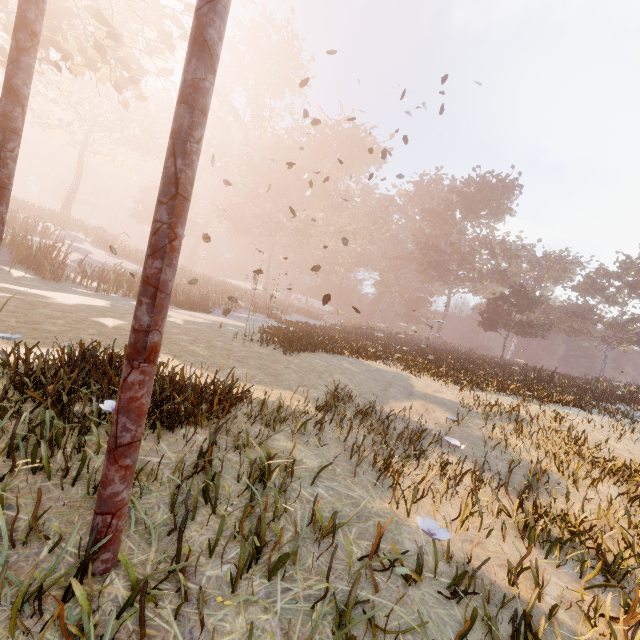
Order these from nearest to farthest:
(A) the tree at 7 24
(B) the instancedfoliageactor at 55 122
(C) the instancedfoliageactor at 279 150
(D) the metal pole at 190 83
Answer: (D) the metal pole at 190 83
(C) the instancedfoliageactor at 279 150
(A) the tree at 7 24
(B) the instancedfoliageactor at 55 122

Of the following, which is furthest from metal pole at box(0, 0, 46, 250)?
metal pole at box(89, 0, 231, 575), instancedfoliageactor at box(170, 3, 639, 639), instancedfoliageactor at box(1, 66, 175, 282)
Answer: instancedfoliageactor at box(1, 66, 175, 282)

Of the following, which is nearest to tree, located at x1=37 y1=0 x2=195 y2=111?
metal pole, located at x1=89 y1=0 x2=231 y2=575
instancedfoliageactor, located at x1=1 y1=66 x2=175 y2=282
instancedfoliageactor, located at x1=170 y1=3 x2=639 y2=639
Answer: metal pole, located at x1=89 y1=0 x2=231 y2=575

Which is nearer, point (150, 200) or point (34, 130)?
point (150, 200)

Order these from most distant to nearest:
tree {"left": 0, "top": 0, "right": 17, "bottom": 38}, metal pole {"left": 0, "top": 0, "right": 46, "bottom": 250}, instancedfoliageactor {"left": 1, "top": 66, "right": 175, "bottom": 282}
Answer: instancedfoliageactor {"left": 1, "top": 66, "right": 175, "bottom": 282} < tree {"left": 0, "top": 0, "right": 17, "bottom": 38} < metal pole {"left": 0, "top": 0, "right": 46, "bottom": 250}

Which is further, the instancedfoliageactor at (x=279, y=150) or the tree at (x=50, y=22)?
the tree at (x=50, y=22)

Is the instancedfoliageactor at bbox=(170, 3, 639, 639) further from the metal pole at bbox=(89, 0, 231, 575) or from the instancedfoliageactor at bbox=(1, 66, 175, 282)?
the instancedfoliageactor at bbox=(1, 66, 175, 282)

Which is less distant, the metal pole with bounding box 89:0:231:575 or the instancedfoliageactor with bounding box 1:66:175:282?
the metal pole with bounding box 89:0:231:575
